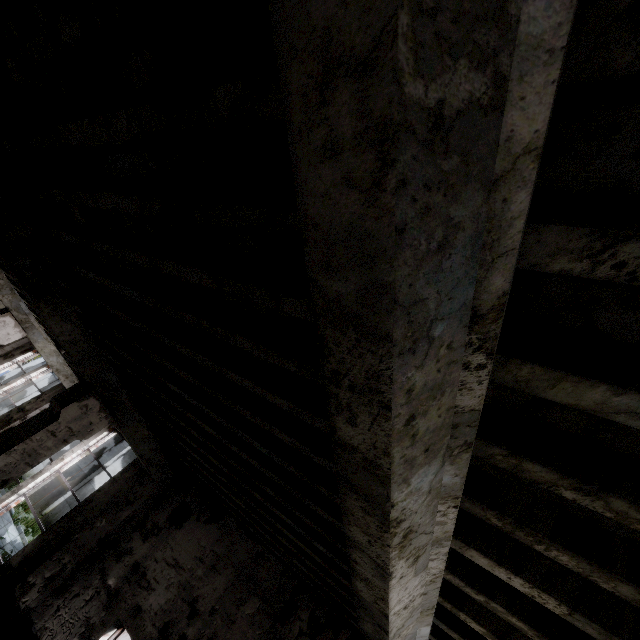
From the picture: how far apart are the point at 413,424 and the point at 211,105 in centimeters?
171cm
